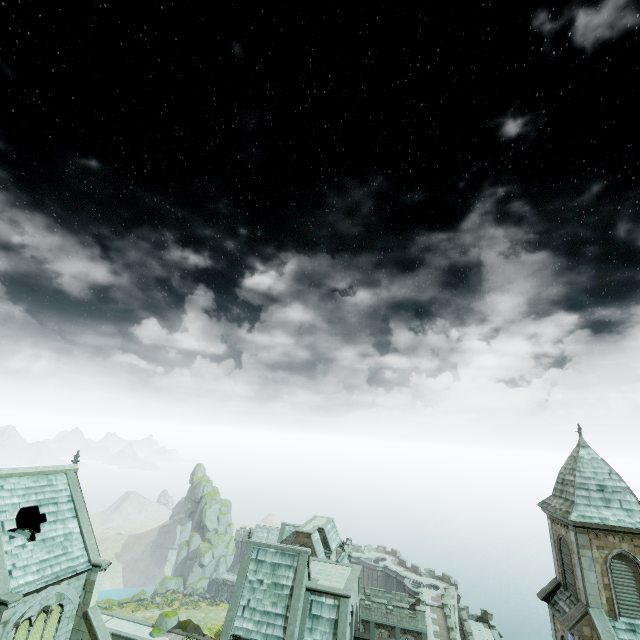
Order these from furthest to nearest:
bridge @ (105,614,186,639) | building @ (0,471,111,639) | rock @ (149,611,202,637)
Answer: rock @ (149,611,202,637)
bridge @ (105,614,186,639)
building @ (0,471,111,639)

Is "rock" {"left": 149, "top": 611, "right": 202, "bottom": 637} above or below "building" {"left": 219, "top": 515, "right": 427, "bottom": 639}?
below

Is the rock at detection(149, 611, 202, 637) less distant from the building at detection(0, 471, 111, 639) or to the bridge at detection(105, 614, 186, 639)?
the bridge at detection(105, 614, 186, 639)

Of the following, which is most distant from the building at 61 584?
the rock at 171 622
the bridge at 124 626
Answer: the rock at 171 622

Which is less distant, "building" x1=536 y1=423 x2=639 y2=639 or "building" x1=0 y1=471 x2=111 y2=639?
"building" x1=0 y1=471 x2=111 y2=639

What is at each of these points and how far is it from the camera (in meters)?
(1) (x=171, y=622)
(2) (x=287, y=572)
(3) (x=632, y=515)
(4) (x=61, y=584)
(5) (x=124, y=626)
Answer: (1) rock, 50.34
(2) building, 25.31
(3) building, 21.44
(4) building, 20.84
(5) bridge, 50.25

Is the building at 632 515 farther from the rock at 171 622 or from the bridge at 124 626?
the rock at 171 622
